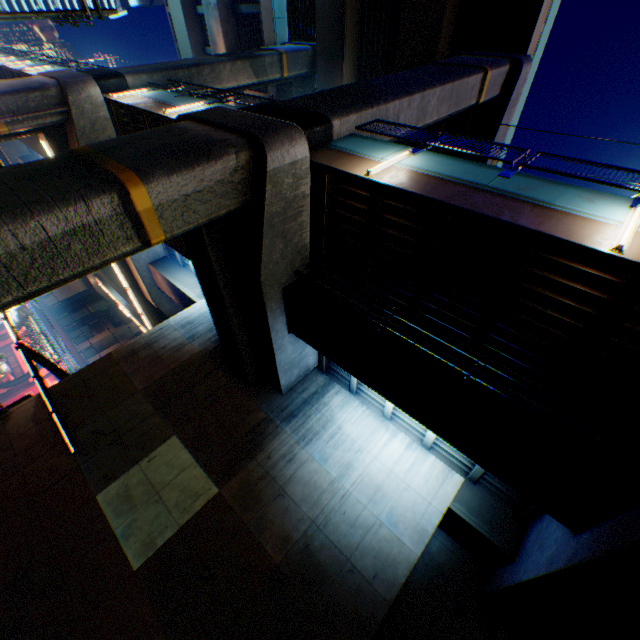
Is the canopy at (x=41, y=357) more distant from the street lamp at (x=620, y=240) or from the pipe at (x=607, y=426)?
the street lamp at (x=620, y=240)

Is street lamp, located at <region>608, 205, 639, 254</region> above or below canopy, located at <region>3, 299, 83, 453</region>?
above

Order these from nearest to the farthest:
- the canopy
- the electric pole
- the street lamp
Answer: the street lamp < the electric pole < the canopy

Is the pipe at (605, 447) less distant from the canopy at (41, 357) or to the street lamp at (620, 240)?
the street lamp at (620, 240)

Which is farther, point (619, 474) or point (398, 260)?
point (398, 260)

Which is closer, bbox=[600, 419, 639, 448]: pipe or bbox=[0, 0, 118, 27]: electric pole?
bbox=[600, 419, 639, 448]: pipe

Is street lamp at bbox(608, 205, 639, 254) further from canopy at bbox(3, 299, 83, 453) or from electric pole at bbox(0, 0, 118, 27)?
electric pole at bbox(0, 0, 118, 27)

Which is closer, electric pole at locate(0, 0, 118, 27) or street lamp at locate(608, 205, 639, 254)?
street lamp at locate(608, 205, 639, 254)
